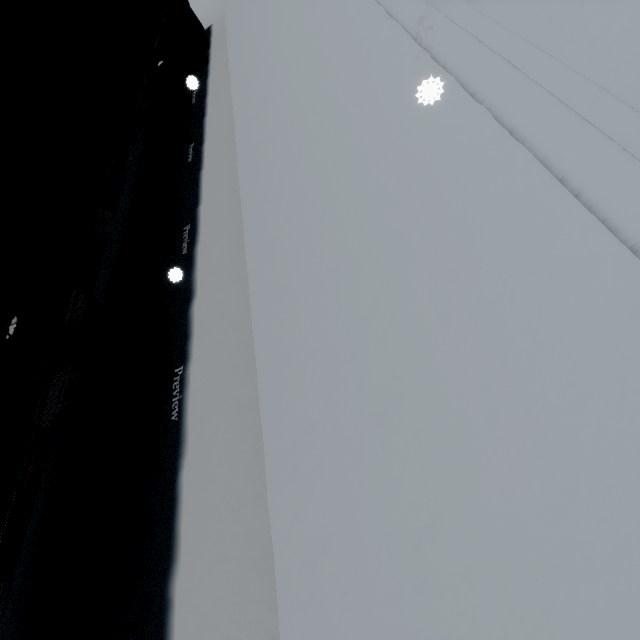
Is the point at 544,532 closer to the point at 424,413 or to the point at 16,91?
the point at 424,413
